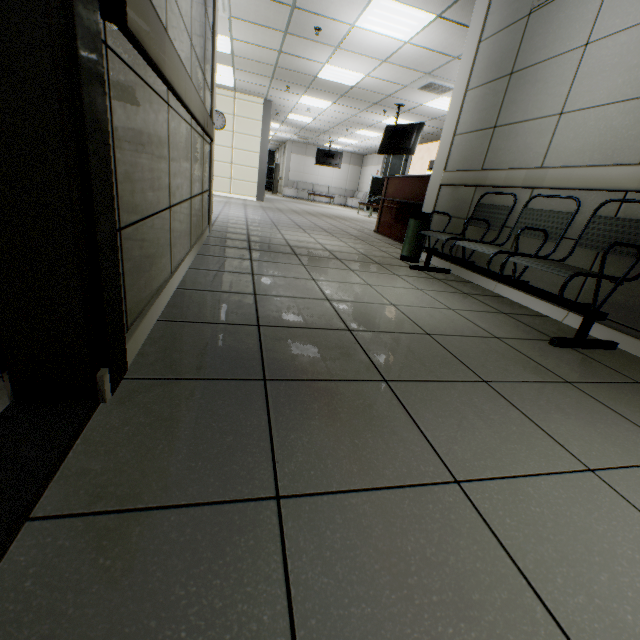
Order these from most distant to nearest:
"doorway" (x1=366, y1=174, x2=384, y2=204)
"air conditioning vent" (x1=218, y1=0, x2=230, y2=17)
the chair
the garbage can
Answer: "doorway" (x1=366, y1=174, x2=384, y2=204) < "air conditioning vent" (x1=218, y1=0, x2=230, y2=17) < the garbage can < the chair

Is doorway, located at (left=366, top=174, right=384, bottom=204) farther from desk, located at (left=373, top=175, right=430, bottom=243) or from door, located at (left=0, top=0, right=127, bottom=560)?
door, located at (left=0, top=0, right=127, bottom=560)

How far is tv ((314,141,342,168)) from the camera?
17.81m

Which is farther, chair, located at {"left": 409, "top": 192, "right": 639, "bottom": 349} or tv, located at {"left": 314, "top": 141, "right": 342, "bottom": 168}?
tv, located at {"left": 314, "top": 141, "right": 342, "bottom": 168}

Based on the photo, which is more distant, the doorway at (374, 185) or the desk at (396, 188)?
the doorway at (374, 185)

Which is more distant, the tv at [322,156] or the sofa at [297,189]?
the sofa at [297,189]

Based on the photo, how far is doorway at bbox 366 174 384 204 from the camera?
17.50m

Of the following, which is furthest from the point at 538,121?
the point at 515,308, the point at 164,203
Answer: the point at 164,203
